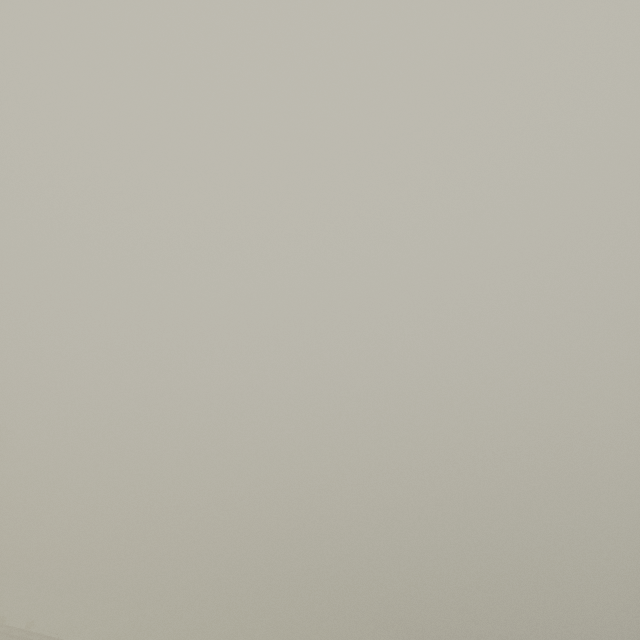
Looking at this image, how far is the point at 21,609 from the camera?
35.1m
